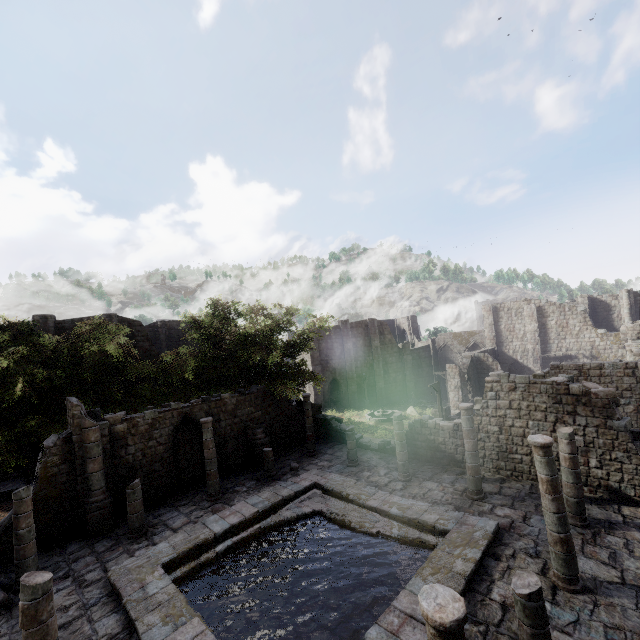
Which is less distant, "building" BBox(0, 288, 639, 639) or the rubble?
"building" BBox(0, 288, 639, 639)

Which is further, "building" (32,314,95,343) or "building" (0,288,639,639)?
"building" (32,314,95,343)

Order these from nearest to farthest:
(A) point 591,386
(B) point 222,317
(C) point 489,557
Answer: (C) point 489,557
(A) point 591,386
(B) point 222,317

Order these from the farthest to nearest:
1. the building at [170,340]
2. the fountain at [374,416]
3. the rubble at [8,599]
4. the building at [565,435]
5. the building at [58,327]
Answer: the fountain at [374,416] < the building at [170,340] < the building at [58,327] < the rubble at [8,599] < the building at [565,435]

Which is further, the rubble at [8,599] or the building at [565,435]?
the rubble at [8,599]

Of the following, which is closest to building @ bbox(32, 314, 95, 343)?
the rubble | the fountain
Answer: the rubble
